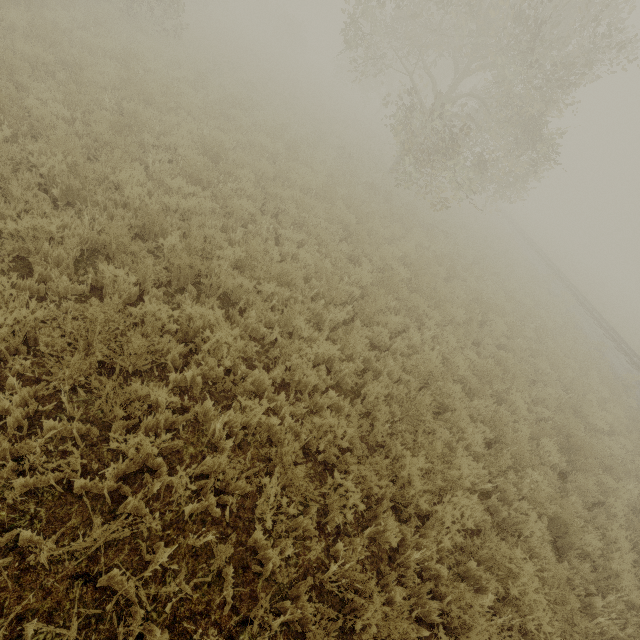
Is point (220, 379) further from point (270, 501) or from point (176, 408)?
point (270, 501)

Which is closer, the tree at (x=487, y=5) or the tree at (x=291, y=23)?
the tree at (x=487, y=5)

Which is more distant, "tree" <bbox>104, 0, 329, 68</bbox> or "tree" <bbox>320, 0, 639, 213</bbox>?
"tree" <bbox>104, 0, 329, 68</bbox>
